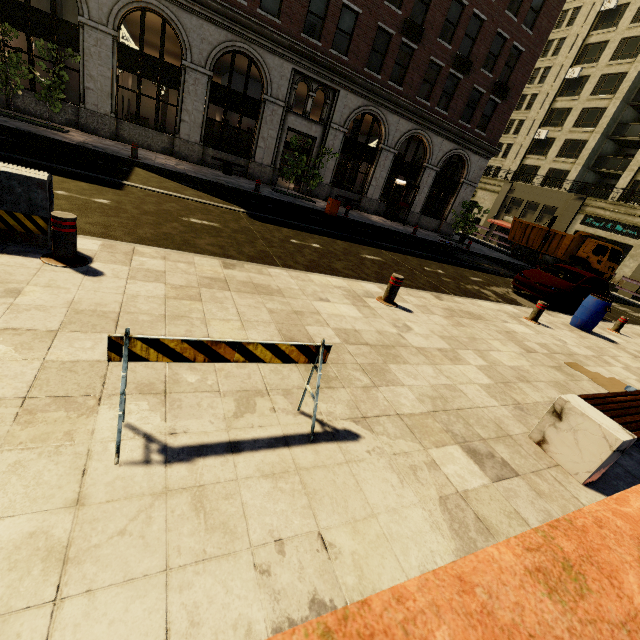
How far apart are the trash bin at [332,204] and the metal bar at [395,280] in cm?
1028

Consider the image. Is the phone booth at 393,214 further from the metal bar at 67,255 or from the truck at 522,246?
the metal bar at 67,255

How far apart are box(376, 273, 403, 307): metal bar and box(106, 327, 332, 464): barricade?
3.7m

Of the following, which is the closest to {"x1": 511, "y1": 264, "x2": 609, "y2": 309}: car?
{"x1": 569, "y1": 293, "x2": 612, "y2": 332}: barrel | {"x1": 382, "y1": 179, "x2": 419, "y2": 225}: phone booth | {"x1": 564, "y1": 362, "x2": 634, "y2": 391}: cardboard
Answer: {"x1": 569, "y1": 293, "x2": 612, "y2": 332}: barrel

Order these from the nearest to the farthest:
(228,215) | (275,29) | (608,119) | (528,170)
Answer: (228,215) → (275,29) → (608,119) → (528,170)

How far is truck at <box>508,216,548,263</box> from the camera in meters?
26.6

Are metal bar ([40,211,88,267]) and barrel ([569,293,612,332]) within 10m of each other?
no

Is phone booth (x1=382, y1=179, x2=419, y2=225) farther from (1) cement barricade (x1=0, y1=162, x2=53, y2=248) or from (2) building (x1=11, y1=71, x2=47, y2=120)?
(1) cement barricade (x1=0, y1=162, x2=53, y2=248)
